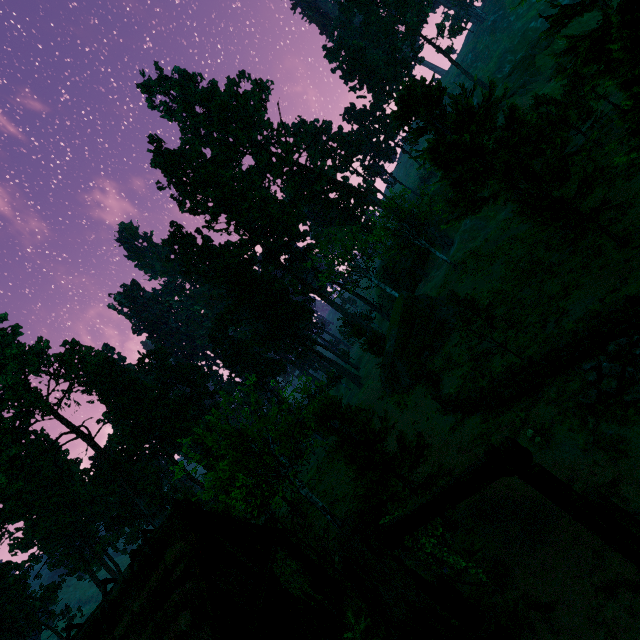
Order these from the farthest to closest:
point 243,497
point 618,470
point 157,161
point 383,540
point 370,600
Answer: point 157,161
point 243,497
point 370,600
point 618,470
point 383,540

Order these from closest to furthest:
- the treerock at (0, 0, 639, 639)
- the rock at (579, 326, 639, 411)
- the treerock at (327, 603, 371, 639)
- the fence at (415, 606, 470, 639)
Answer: the fence at (415, 606, 470, 639), the treerock at (327, 603, 371, 639), the rock at (579, 326, 639, 411), the treerock at (0, 0, 639, 639)

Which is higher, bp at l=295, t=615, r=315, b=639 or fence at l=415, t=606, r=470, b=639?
bp at l=295, t=615, r=315, b=639

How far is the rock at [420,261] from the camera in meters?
54.8 m

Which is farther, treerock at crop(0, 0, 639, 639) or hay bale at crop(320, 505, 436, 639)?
treerock at crop(0, 0, 639, 639)

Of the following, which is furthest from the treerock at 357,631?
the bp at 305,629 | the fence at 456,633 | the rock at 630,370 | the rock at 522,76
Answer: the rock at 522,76

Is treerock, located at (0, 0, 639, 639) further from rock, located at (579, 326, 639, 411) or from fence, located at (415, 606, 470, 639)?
rock, located at (579, 326, 639, 411)

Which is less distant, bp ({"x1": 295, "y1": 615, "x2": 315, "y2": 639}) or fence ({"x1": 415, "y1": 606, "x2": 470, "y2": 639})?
fence ({"x1": 415, "y1": 606, "x2": 470, "y2": 639})
